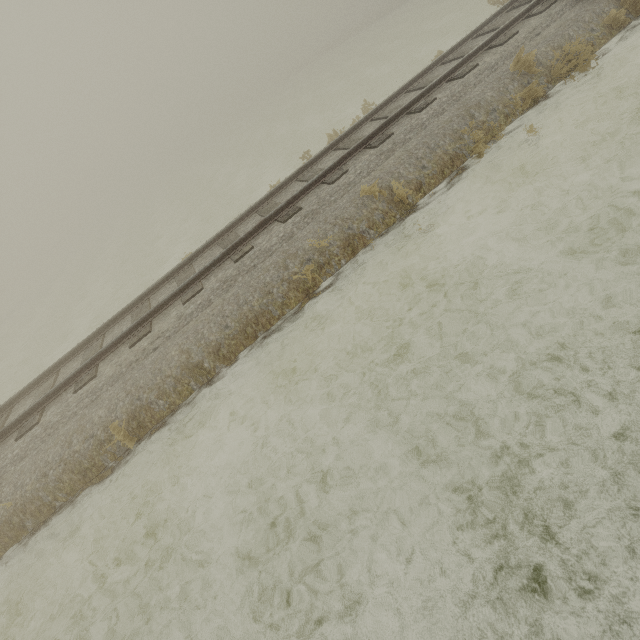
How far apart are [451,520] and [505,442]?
1.0m
